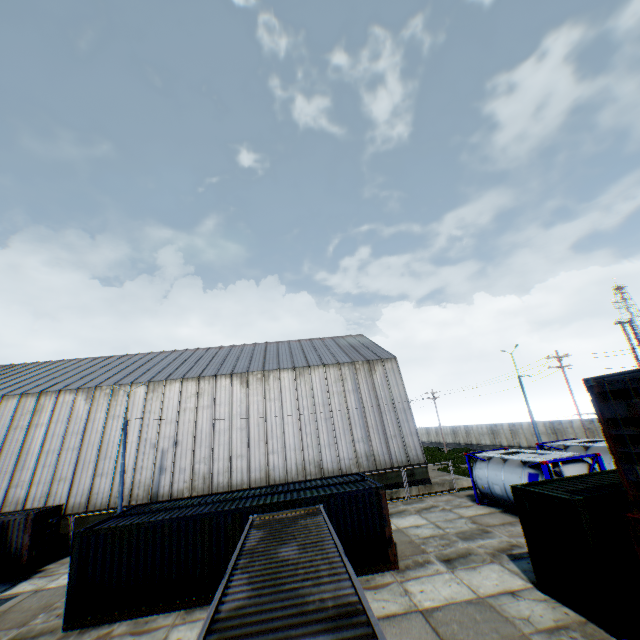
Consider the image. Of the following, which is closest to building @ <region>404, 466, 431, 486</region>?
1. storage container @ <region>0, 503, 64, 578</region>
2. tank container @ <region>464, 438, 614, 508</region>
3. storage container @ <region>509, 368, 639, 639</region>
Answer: storage container @ <region>0, 503, 64, 578</region>

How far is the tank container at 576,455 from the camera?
14.8 meters

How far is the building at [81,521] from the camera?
22.8m

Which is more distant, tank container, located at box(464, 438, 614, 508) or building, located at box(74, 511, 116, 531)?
building, located at box(74, 511, 116, 531)

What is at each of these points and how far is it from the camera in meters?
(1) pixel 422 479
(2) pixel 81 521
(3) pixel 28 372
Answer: (1) building, 26.0
(2) building, 22.9
(3) building, 34.3

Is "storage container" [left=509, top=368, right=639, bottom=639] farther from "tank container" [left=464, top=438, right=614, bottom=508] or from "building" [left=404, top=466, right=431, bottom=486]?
"building" [left=404, top=466, right=431, bottom=486]
